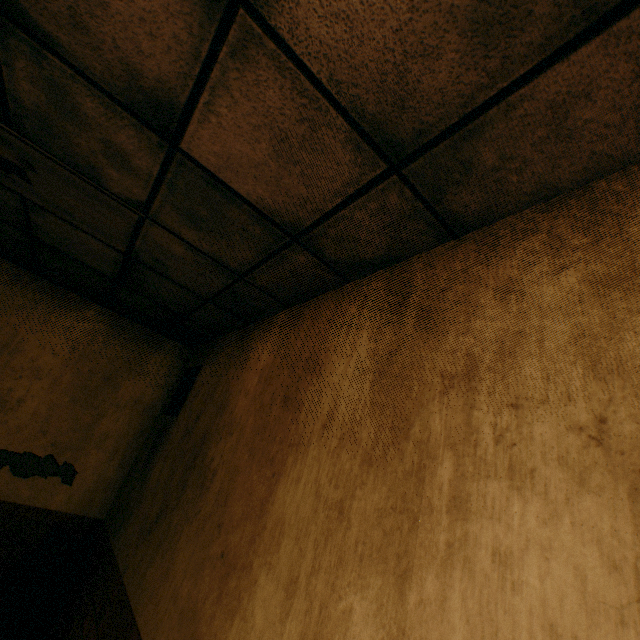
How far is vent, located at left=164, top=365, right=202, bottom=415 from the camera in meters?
3.3

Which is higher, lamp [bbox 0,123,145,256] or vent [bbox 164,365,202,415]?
lamp [bbox 0,123,145,256]

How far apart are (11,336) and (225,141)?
3.4 meters

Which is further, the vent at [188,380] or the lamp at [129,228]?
the vent at [188,380]

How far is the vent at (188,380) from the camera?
3.3 meters

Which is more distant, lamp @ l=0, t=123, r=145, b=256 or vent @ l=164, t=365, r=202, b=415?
vent @ l=164, t=365, r=202, b=415
